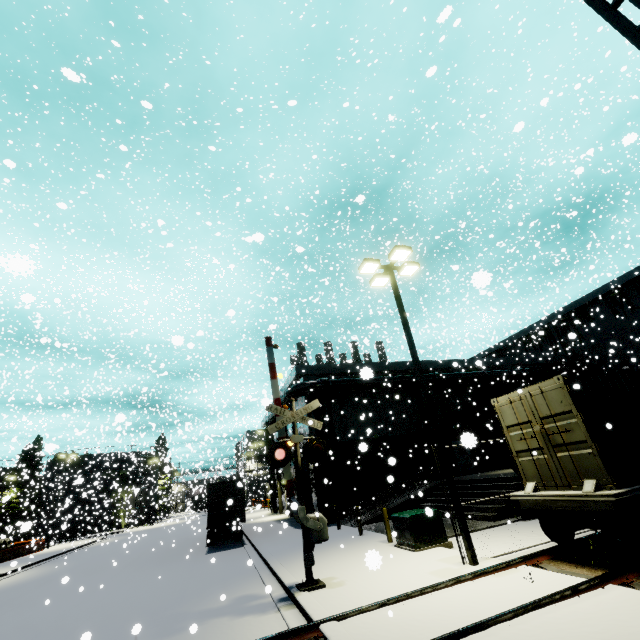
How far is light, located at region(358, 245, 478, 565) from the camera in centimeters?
885cm

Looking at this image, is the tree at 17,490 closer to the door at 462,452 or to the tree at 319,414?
the tree at 319,414

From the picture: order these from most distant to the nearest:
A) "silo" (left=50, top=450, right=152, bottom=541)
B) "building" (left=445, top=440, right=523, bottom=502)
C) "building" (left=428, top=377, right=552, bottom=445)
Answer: "silo" (left=50, top=450, right=152, bottom=541) < "building" (left=428, top=377, right=552, bottom=445) < "building" (left=445, top=440, right=523, bottom=502)

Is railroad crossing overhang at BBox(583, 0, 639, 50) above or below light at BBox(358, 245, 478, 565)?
below

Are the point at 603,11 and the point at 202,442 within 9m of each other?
no

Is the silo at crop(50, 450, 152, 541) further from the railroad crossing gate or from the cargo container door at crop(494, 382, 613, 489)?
the cargo container door at crop(494, 382, 613, 489)

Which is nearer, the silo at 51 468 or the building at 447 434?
the building at 447 434

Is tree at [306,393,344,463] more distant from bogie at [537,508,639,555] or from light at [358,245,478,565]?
bogie at [537,508,639,555]
